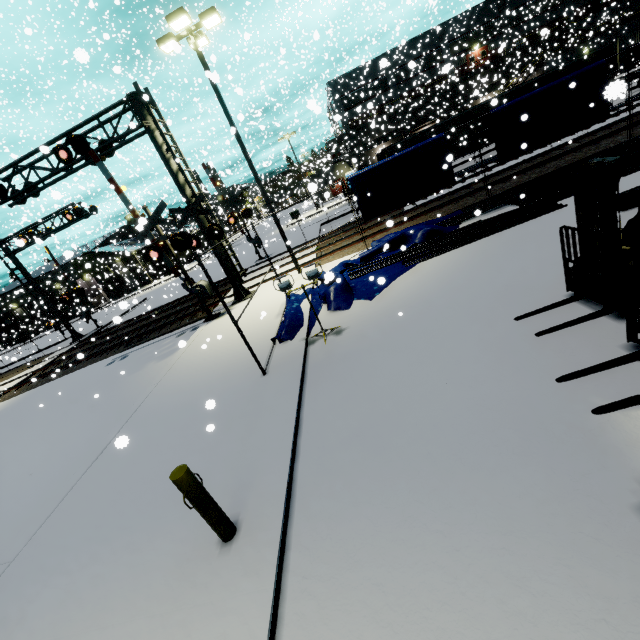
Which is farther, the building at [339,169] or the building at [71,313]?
the building at [71,313]

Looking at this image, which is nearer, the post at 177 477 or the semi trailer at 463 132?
the post at 177 477

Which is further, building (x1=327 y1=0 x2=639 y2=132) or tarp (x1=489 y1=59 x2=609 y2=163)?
building (x1=327 y1=0 x2=639 y2=132)

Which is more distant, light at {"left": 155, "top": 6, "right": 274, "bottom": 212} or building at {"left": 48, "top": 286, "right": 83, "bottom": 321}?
building at {"left": 48, "top": 286, "right": 83, "bottom": 321}

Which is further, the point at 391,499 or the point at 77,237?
the point at 77,237

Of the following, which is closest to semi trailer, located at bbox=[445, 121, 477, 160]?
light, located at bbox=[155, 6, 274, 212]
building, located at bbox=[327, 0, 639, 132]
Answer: building, located at bbox=[327, 0, 639, 132]

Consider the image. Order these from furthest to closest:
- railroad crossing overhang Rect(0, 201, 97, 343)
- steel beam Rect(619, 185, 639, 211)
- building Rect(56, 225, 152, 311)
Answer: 1. building Rect(56, 225, 152, 311)
2. railroad crossing overhang Rect(0, 201, 97, 343)
3. steel beam Rect(619, 185, 639, 211)

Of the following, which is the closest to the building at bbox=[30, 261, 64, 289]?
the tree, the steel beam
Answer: the tree
